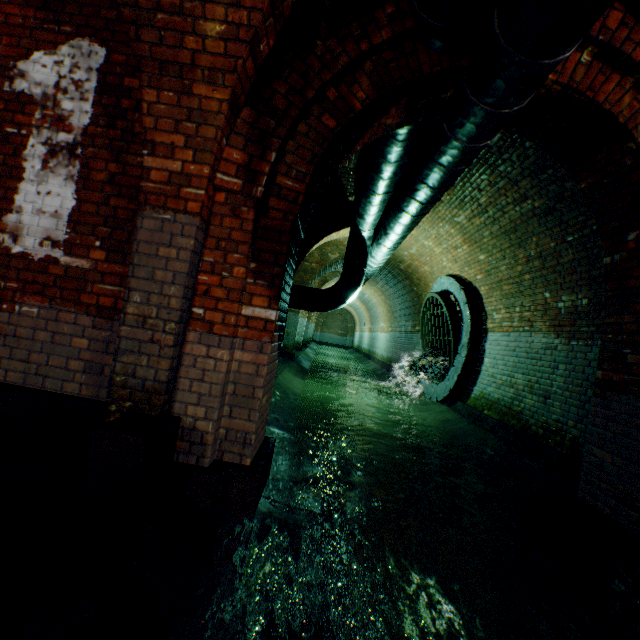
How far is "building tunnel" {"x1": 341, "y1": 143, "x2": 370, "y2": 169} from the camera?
5.3 meters

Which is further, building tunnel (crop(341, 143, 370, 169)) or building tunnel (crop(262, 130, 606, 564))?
building tunnel (crop(341, 143, 370, 169))

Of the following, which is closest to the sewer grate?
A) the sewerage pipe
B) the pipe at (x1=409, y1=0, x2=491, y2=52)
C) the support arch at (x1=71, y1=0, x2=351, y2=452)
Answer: the sewerage pipe

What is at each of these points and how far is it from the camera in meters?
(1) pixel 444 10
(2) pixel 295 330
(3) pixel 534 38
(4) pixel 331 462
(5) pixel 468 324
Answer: (1) pipe, 2.3 m
(2) support arch, 12.8 m
(3) pipe, 2.1 m
(4) building tunnel, 4.4 m
(5) sewerage pipe, 7.2 m

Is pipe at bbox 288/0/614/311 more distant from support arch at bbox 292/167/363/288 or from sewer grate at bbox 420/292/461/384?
sewer grate at bbox 420/292/461/384

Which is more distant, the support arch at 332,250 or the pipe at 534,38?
the support arch at 332,250

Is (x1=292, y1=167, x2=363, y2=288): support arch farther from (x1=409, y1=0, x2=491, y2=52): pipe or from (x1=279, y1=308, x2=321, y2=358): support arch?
(x1=279, y1=308, x2=321, y2=358): support arch

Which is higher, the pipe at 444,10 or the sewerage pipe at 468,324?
the pipe at 444,10
